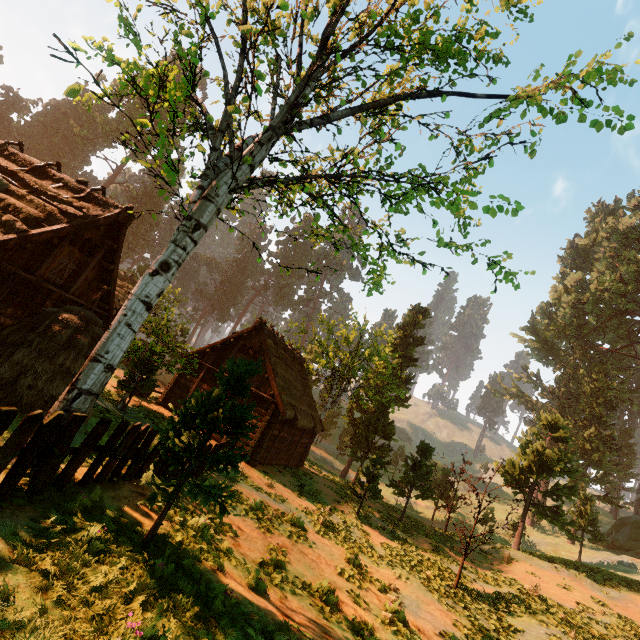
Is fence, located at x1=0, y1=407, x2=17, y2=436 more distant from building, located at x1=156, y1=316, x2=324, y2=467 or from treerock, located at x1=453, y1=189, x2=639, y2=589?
building, located at x1=156, y1=316, x2=324, y2=467

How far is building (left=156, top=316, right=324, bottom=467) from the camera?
18.9m

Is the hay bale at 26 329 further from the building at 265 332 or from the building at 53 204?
the building at 265 332

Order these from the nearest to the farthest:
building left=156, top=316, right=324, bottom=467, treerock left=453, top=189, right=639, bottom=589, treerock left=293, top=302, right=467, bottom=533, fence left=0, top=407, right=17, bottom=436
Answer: fence left=0, top=407, right=17, bottom=436 < building left=156, top=316, right=324, bottom=467 < treerock left=293, top=302, right=467, bottom=533 < treerock left=453, top=189, right=639, bottom=589

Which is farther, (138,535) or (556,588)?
(556,588)

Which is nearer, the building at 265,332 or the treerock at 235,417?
the treerock at 235,417

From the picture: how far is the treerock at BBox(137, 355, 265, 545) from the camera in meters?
5.4

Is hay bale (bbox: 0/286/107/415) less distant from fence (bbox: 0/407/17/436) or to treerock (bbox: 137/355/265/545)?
fence (bbox: 0/407/17/436)
